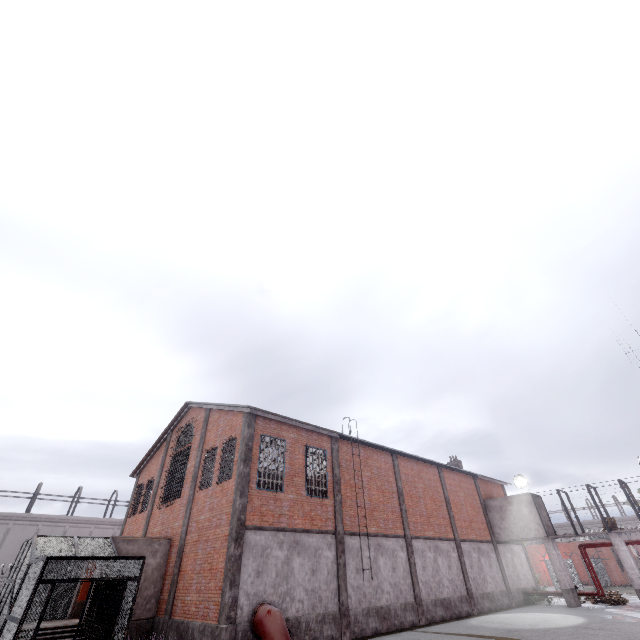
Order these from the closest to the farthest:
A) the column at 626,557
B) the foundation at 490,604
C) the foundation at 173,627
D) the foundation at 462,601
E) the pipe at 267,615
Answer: the pipe at 267,615, the foundation at 173,627, the foundation at 462,601, the column at 626,557, the foundation at 490,604

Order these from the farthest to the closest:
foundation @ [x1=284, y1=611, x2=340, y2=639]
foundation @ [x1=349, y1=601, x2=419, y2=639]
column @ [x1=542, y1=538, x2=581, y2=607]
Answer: column @ [x1=542, y1=538, x2=581, y2=607], foundation @ [x1=349, y1=601, x2=419, y2=639], foundation @ [x1=284, y1=611, x2=340, y2=639]

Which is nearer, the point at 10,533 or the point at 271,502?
the point at 271,502

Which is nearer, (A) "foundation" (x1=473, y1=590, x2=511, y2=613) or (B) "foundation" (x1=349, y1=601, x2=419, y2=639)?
(B) "foundation" (x1=349, y1=601, x2=419, y2=639)

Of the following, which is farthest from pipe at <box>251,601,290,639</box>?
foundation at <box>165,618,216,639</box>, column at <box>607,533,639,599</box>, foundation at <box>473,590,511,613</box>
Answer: column at <box>607,533,639,599</box>

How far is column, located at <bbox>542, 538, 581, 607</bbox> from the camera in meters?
22.6 m

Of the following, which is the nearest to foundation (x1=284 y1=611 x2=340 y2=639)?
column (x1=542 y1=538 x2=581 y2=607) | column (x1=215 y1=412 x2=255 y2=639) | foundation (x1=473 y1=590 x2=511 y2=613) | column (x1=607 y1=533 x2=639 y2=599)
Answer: column (x1=215 y1=412 x2=255 y2=639)

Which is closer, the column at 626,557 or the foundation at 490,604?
the column at 626,557
